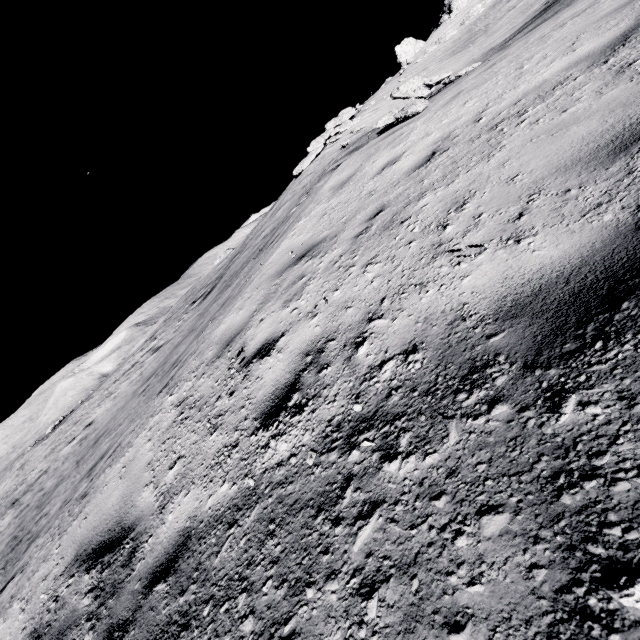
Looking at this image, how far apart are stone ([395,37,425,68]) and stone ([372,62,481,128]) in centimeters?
3905cm

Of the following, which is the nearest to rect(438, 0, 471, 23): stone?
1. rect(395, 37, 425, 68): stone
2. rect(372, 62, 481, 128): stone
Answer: rect(395, 37, 425, 68): stone

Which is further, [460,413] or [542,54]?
[542,54]

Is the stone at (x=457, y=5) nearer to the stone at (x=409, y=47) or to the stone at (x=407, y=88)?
the stone at (x=409, y=47)

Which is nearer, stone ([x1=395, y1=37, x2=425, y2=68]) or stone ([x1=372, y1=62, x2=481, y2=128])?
stone ([x1=372, y1=62, x2=481, y2=128])

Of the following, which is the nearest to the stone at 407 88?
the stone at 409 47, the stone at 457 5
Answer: the stone at 457 5

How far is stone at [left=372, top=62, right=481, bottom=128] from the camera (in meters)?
7.11

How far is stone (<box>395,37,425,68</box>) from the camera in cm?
3388
